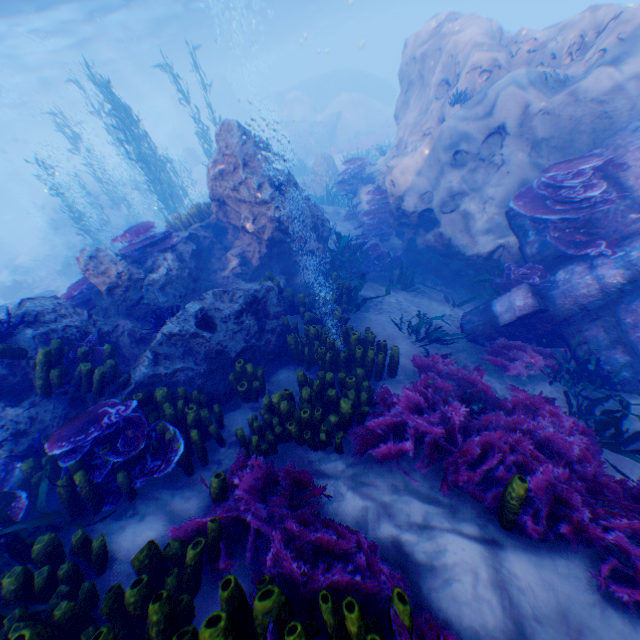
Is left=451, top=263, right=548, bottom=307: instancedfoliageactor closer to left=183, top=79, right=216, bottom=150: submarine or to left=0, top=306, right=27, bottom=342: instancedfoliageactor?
left=0, top=306, right=27, bottom=342: instancedfoliageactor

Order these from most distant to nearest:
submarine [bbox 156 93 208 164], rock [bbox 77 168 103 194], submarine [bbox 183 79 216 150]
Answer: submarine [bbox 156 93 208 164] → submarine [bbox 183 79 216 150] → rock [bbox 77 168 103 194]

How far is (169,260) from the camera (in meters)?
7.11

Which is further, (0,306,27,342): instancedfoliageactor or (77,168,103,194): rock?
(77,168,103,194): rock

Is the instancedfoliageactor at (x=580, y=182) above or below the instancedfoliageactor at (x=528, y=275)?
above

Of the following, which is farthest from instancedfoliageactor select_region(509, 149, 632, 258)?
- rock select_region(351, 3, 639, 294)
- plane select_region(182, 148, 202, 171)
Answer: Answer: plane select_region(182, 148, 202, 171)

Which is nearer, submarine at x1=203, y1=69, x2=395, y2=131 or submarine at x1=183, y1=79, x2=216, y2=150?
submarine at x1=203, y1=69, x2=395, y2=131
